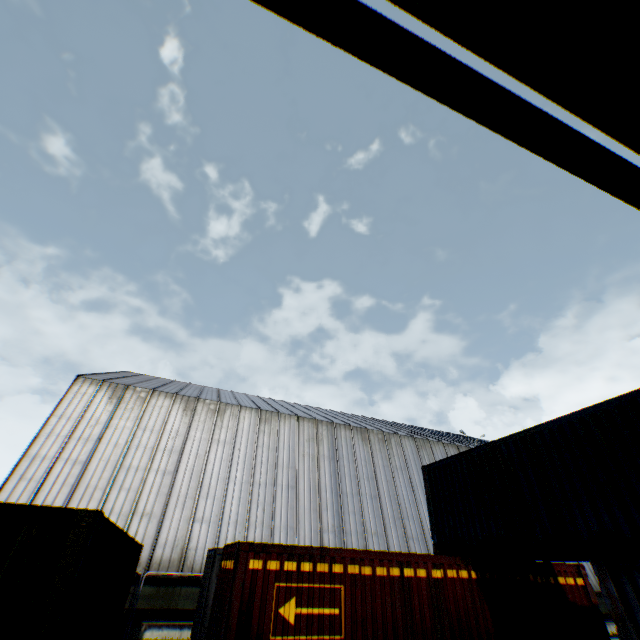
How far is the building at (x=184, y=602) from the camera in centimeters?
1384cm

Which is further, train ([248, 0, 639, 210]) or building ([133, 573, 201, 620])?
building ([133, 573, 201, 620])

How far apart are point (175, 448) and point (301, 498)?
8.1 meters

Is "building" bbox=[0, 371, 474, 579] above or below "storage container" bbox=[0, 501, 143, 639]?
above

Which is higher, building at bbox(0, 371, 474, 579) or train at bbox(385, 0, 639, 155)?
building at bbox(0, 371, 474, 579)

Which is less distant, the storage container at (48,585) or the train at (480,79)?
the train at (480,79)

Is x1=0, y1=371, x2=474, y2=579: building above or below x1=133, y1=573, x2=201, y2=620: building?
above

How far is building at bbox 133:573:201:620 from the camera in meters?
13.8 m
